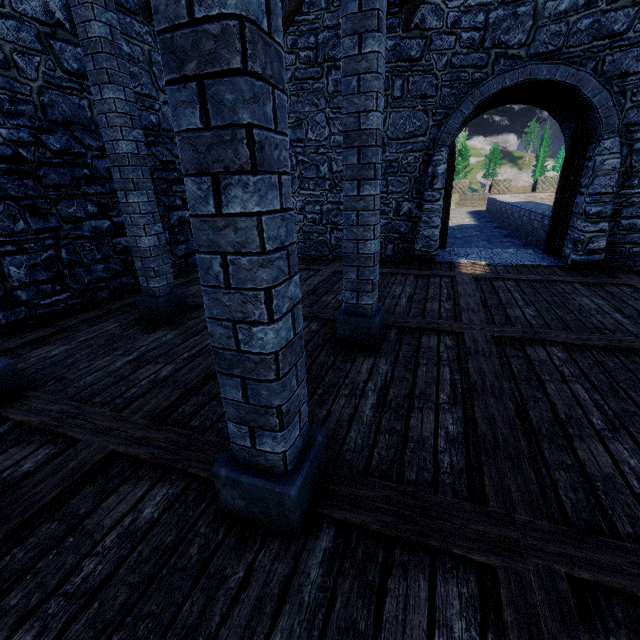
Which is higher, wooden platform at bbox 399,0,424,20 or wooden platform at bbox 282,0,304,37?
wooden platform at bbox 282,0,304,37

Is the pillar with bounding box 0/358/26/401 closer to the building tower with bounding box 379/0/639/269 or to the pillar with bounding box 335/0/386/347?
the building tower with bounding box 379/0/639/269

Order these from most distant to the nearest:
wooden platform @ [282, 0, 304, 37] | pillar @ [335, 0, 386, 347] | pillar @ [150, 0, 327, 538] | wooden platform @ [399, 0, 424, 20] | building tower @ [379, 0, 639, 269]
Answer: wooden platform @ [282, 0, 304, 37] < wooden platform @ [399, 0, 424, 20] < building tower @ [379, 0, 639, 269] < pillar @ [335, 0, 386, 347] < pillar @ [150, 0, 327, 538]

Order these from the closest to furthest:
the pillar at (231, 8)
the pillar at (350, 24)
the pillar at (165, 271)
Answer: the pillar at (231, 8), the pillar at (350, 24), the pillar at (165, 271)

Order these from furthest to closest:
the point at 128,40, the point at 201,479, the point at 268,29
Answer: the point at 128,40, the point at 201,479, the point at 268,29

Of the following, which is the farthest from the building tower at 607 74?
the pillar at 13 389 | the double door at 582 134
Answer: the pillar at 13 389

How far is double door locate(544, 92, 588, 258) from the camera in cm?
673

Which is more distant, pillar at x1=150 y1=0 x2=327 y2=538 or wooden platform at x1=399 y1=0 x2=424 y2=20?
wooden platform at x1=399 y1=0 x2=424 y2=20
